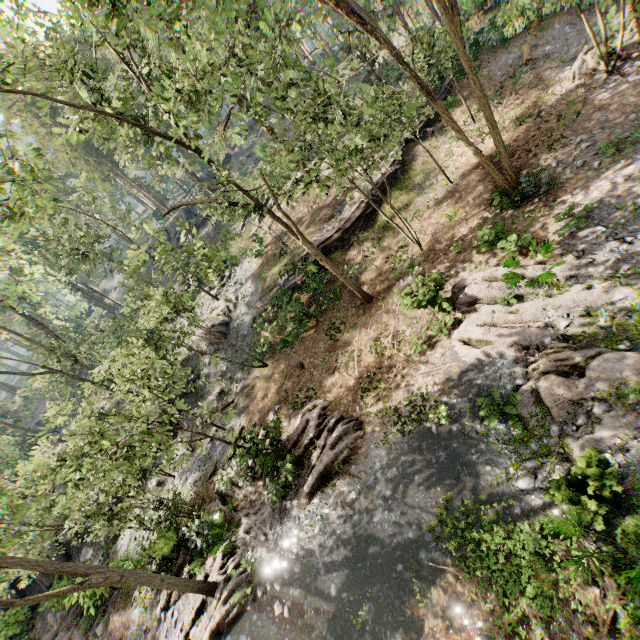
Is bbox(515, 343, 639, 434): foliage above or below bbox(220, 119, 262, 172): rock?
below

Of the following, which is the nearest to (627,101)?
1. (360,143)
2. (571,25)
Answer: (571,25)

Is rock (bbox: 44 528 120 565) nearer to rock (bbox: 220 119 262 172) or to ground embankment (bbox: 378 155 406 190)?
ground embankment (bbox: 378 155 406 190)

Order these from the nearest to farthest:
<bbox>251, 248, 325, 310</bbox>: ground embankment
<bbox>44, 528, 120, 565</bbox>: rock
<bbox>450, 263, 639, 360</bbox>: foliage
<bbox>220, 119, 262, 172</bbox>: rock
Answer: <bbox>450, 263, 639, 360</bbox>: foliage, <bbox>251, 248, 325, 310</bbox>: ground embankment, <bbox>44, 528, 120, 565</bbox>: rock, <bbox>220, 119, 262, 172</bbox>: rock

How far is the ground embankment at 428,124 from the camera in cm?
2352

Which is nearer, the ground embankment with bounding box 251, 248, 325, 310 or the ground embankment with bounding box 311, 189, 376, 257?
the ground embankment with bounding box 251, 248, 325, 310

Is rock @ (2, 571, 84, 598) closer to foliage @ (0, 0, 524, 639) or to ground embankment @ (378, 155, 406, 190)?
foliage @ (0, 0, 524, 639)

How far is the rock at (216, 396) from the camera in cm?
2380
